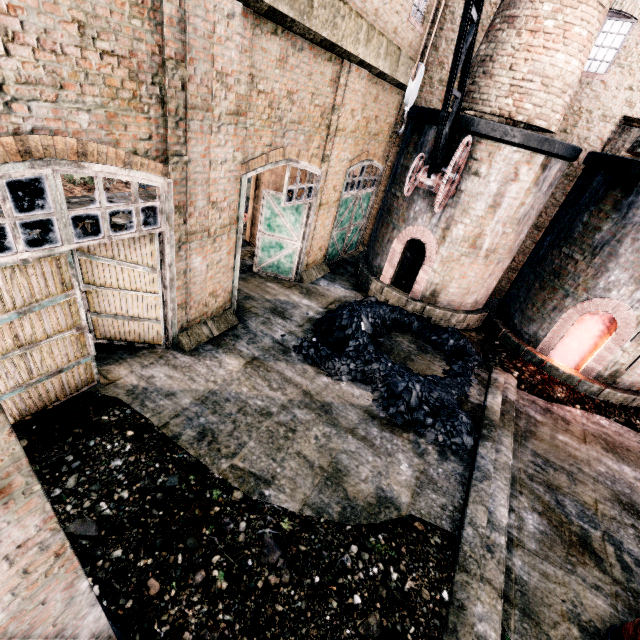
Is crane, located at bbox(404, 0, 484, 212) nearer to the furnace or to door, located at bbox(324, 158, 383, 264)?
the furnace

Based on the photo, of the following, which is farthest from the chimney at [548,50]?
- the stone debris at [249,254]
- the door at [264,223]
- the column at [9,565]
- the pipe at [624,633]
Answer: the column at [9,565]

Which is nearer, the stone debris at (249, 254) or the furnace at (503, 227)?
the furnace at (503, 227)

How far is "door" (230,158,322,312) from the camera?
9.8m

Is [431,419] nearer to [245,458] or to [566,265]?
[245,458]

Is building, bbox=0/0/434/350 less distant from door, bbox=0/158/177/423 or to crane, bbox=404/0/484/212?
door, bbox=0/158/177/423

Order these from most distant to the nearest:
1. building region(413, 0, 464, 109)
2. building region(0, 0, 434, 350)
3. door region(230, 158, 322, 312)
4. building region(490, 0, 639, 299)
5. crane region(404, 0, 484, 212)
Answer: building region(413, 0, 464, 109), building region(490, 0, 639, 299), door region(230, 158, 322, 312), crane region(404, 0, 484, 212), building region(0, 0, 434, 350)

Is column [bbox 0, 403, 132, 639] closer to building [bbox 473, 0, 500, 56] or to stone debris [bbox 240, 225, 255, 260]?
building [bbox 473, 0, 500, 56]
